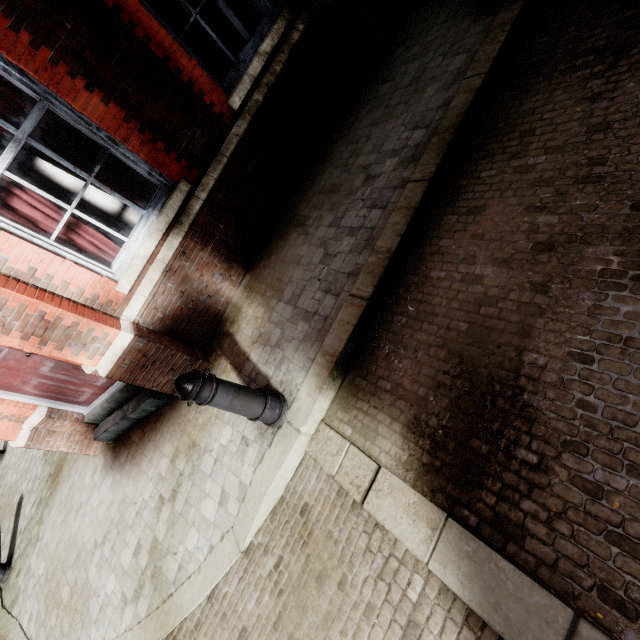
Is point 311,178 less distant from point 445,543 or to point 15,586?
point 445,543

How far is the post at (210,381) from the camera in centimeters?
227cm

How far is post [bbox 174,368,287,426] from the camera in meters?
2.3
